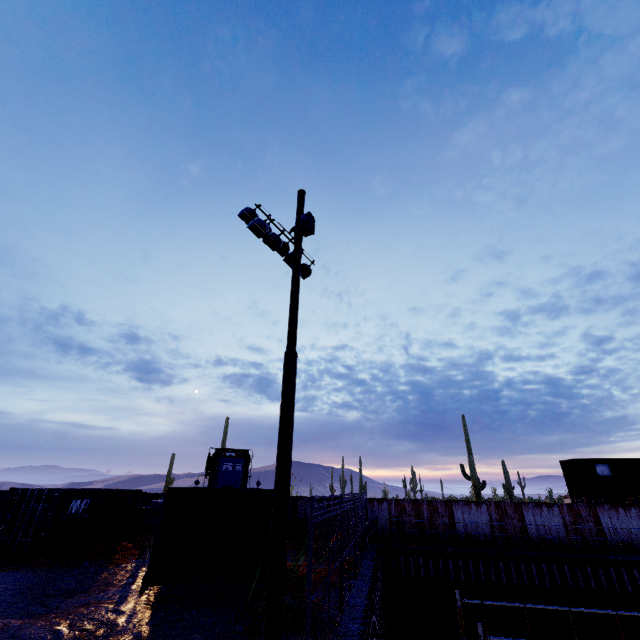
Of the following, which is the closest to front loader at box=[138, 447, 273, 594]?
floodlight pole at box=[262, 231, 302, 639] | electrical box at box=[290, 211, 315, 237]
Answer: floodlight pole at box=[262, 231, 302, 639]

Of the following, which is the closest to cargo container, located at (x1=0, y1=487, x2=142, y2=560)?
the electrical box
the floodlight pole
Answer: the floodlight pole

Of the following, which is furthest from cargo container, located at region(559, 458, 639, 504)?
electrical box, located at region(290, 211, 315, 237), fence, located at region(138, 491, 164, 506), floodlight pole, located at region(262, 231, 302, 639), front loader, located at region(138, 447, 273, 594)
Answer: electrical box, located at region(290, 211, 315, 237)

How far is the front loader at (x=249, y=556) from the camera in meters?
8.7

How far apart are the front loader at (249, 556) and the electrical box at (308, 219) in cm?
784

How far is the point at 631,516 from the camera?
18.3m

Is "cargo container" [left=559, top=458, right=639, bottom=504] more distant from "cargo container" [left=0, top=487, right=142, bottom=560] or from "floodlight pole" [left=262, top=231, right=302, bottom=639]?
"cargo container" [left=0, top=487, right=142, bottom=560]

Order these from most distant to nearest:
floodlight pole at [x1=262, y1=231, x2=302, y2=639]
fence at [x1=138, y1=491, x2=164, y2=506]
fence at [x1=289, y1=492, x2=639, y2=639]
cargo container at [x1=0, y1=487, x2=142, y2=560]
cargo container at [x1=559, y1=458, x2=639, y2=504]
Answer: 1. fence at [x1=138, y1=491, x2=164, y2=506]
2. cargo container at [x1=559, y1=458, x2=639, y2=504]
3. cargo container at [x1=0, y1=487, x2=142, y2=560]
4. fence at [x1=289, y1=492, x2=639, y2=639]
5. floodlight pole at [x1=262, y1=231, x2=302, y2=639]
